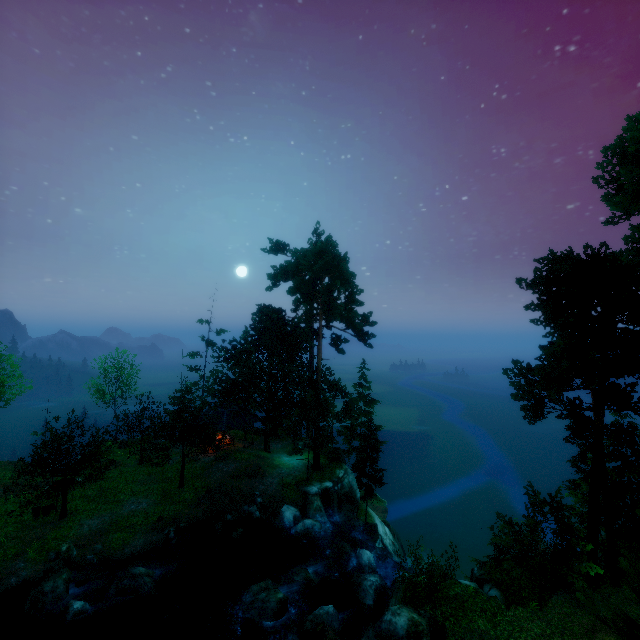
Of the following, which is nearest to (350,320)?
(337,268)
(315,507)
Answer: (337,268)

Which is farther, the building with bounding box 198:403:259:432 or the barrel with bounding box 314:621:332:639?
the building with bounding box 198:403:259:432

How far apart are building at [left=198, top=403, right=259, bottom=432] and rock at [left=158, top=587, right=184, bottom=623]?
14.1m

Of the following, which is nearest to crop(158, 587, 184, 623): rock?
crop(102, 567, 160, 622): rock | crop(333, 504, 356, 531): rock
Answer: crop(102, 567, 160, 622): rock

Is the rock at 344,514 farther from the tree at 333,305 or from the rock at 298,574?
the rock at 298,574

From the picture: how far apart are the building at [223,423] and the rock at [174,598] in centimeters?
1409cm

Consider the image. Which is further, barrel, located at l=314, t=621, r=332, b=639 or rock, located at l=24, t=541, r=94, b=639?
rock, located at l=24, t=541, r=94, b=639

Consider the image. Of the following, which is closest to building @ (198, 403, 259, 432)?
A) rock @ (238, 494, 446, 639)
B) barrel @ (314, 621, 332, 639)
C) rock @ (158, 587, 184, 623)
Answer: rock @ (238, 494, 446, 639)
